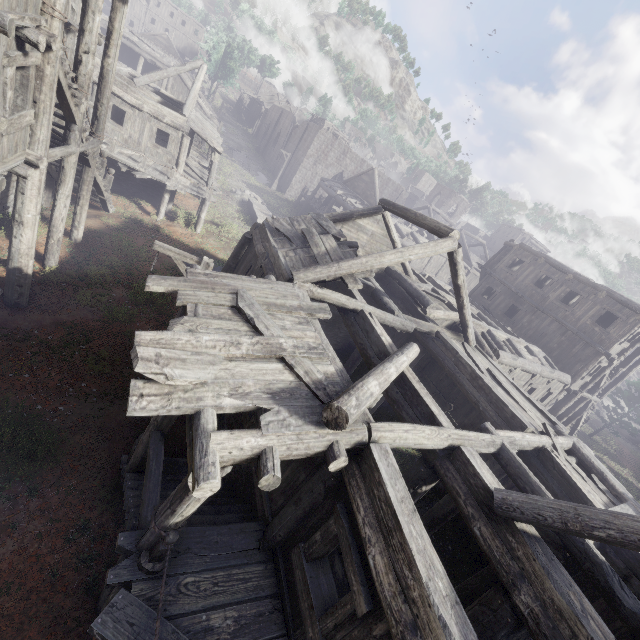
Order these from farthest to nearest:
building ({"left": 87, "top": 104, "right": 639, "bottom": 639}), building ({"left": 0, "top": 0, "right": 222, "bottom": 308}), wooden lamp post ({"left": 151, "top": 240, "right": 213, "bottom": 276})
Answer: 1. wooden lamp post ({"left": 151, "top": 240, "right": 213, "bottom": 276})
2. building ({"left": 0, "top": 0, "right": 222, "bottom": 308})
3. building ({"left": 87, "top": 104, "right": 639, "bottom": 639})

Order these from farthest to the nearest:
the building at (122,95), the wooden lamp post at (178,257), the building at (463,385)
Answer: the wooden lamp post at (178,257)
the building at (122,95)
the building at (463,385)

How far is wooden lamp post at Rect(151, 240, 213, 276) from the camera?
8.5m

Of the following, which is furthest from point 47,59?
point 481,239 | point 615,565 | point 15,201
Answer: point 481,239

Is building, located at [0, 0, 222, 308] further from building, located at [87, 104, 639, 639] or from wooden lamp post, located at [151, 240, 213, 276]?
wooden lamp post, located at [151, 240, 213, 276]

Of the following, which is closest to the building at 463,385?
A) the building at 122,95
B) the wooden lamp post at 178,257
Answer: the building at 122,95

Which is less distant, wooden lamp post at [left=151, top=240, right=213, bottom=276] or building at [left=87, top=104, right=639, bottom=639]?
building at [left=87, top=104, right=639, bottom=639]
